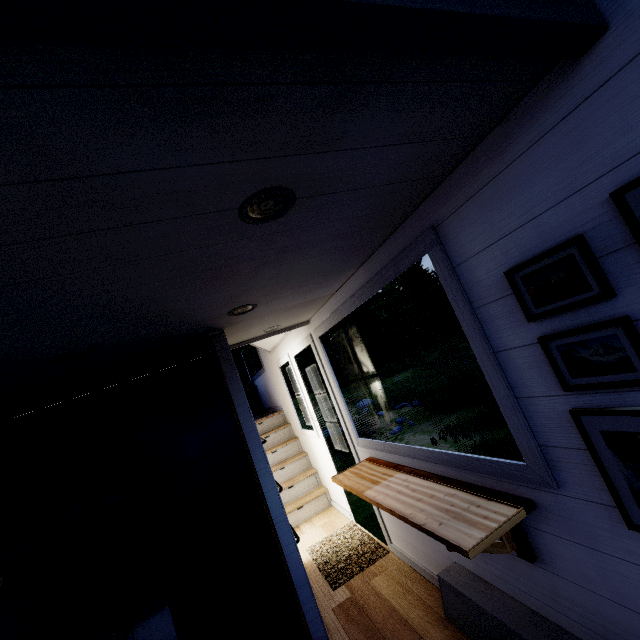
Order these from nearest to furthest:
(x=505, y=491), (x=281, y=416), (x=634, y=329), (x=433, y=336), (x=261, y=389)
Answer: (x=634, y=329), (x=505, y=491), (x=281, y=416), (x=261, y=389), (x=433, y=336)

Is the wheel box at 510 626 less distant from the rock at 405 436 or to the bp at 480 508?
the bp at 480 508

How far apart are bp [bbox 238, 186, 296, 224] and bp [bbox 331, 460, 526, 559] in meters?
1.6 m

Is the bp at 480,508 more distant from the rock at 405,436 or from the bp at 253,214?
the rock at 405,436

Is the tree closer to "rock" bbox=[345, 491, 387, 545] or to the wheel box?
the wheel box

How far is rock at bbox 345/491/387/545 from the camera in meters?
6.0

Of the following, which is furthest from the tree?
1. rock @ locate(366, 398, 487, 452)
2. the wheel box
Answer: rock @ locate(366, 398, 487, 452)

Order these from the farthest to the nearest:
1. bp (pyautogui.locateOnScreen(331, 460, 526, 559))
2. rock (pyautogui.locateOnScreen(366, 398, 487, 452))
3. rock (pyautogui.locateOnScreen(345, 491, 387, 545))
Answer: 1. rock (pyautogui.locateOnScreen(366, 398, 487, 452))
2. rock (pyautogui.locateOnScreen(345, 491, 387, 545))
3. bp (pyautogui.locateOnScreen(331, 460, 526, 559))
